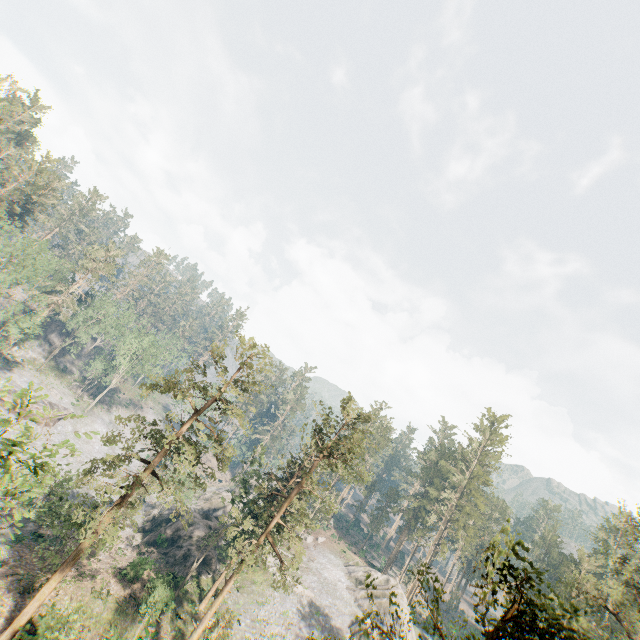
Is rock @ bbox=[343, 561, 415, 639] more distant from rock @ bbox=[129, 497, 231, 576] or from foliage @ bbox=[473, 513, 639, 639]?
rock @ bbox=[129, 497, 231, 576]

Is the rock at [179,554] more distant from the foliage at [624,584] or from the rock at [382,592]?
the rock at [382,592]

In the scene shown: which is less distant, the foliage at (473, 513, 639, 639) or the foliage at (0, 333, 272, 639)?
the foliage at (473, 513, 639, 639)

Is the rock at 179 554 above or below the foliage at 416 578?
below

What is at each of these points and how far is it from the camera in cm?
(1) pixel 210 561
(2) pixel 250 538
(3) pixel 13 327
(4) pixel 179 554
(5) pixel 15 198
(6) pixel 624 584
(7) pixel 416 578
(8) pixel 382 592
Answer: (1) rock, 4169
(2) foliage, 3628
(3) foliage, 4969
(4) rock, 4044
(5) foliage, 5659
(6) foliage, 5641
(7) foliage, 5994
(8) rock, 5088

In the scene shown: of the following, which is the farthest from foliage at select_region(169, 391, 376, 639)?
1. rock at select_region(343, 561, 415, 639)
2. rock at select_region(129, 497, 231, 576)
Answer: rock at select_region(343, 561, 415, 639)

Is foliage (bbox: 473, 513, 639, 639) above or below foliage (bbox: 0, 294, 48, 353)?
above

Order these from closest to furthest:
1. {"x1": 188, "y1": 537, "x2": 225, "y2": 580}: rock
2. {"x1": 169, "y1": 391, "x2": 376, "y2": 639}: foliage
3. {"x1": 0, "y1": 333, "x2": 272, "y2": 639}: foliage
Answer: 1. {"x1": 0, "y1": 333, "x2": 272, "y2": 639}: foliage
2. {"x1": 169, "y1": 391, "x2": 376, "y2": 639}: foliage
3. {"x1": 188, "y1": 537, "x2": 225, "y2": 580}: rock
